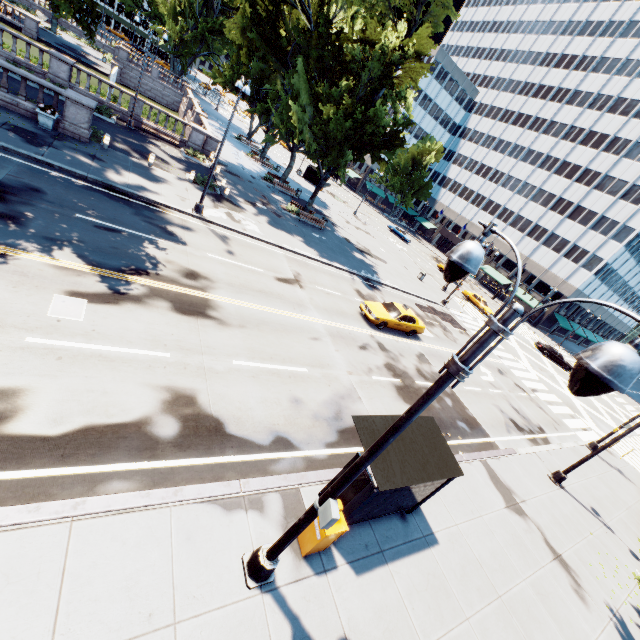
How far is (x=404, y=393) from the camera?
15.5 meters

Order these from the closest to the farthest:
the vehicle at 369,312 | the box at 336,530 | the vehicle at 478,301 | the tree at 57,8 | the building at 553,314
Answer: the box at 336,530
the tree at 57,8
the vehicle at 369,312
the vehicle at 478,301
the building at 553,314

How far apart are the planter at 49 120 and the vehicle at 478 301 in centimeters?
4420cm

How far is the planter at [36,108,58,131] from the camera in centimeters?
1701cm

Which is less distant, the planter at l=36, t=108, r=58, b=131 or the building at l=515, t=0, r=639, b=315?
the planter at l=36, t=108, r=58, b=131

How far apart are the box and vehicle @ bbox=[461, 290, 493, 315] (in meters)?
40.40

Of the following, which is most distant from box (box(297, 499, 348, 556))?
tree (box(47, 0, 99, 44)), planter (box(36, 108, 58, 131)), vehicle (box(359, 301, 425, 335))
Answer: planter (box(36, 108, 58, 131))

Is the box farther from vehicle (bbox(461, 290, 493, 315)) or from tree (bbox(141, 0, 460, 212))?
vehicle (bbox(461, 290, 493, 315))
